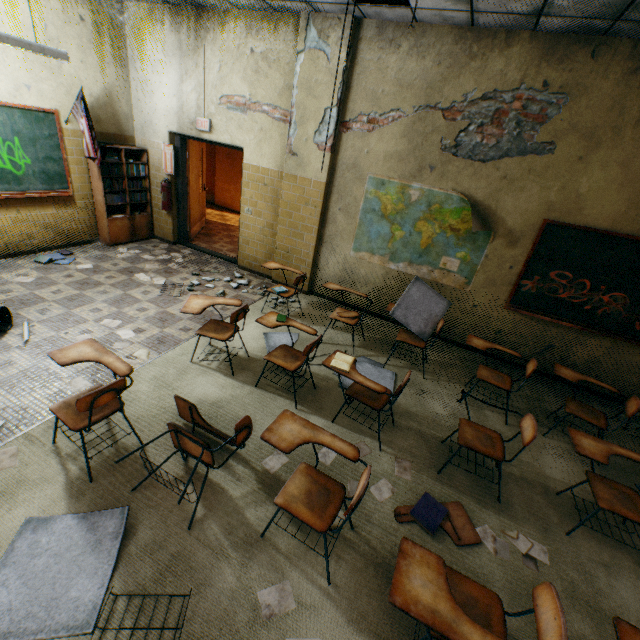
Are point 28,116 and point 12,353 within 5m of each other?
yes

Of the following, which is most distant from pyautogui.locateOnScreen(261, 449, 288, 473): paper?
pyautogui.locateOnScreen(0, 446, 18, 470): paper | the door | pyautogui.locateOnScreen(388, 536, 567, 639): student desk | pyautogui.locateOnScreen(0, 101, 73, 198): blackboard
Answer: pyautogui.locateOnScreen(0, 101, 73, 198): blackboard

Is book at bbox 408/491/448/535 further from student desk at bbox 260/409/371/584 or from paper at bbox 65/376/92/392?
paper at bbox 65/376/92/392

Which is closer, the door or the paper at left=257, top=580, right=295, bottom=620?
the paper at left=257, top=580, right=295, bottom=620

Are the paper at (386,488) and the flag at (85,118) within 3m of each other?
no

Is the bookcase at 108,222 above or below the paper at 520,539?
above

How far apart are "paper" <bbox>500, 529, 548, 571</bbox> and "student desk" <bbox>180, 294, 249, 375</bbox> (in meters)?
2.72

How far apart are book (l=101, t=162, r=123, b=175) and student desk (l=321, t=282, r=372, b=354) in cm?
462
